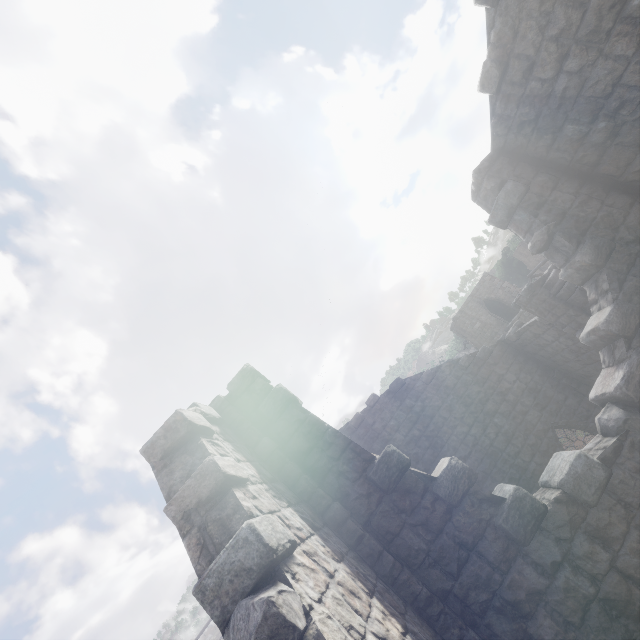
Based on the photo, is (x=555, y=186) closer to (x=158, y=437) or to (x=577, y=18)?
(x=577, y=18)
